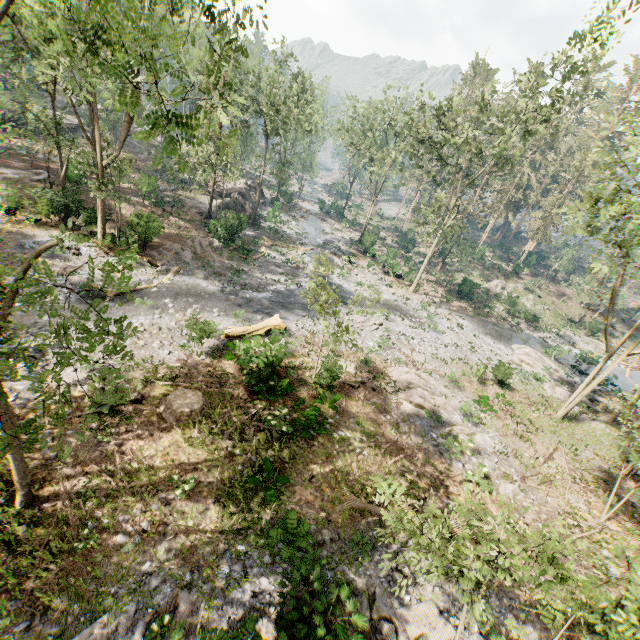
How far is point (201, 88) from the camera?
4.9 meters

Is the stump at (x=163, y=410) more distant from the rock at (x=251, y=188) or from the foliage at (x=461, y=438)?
the rock at (x=251, y=188)

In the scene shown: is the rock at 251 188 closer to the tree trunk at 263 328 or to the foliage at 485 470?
the foliage at 485 470

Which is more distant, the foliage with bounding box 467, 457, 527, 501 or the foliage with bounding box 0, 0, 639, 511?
the foliage with bounding box 467, 457, 527, 501

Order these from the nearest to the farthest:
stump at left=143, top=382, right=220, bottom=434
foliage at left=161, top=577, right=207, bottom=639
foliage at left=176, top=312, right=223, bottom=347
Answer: foliage at left=161, top=577, right=207, bottom=639, stump at left=143, top=382, right=220, bottom=434, foliage at left=176, top=312, right=223, bottom=347

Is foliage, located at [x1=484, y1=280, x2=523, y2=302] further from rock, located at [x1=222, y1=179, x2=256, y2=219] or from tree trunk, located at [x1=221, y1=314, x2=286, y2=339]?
rock, located at [x1=222, y1=179, x2=256, y2=219]

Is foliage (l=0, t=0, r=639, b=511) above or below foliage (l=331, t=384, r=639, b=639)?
above

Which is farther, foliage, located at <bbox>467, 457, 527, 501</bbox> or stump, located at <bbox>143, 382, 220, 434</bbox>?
stump, located at <bbox>143, 382, 220, 434</bbox>
